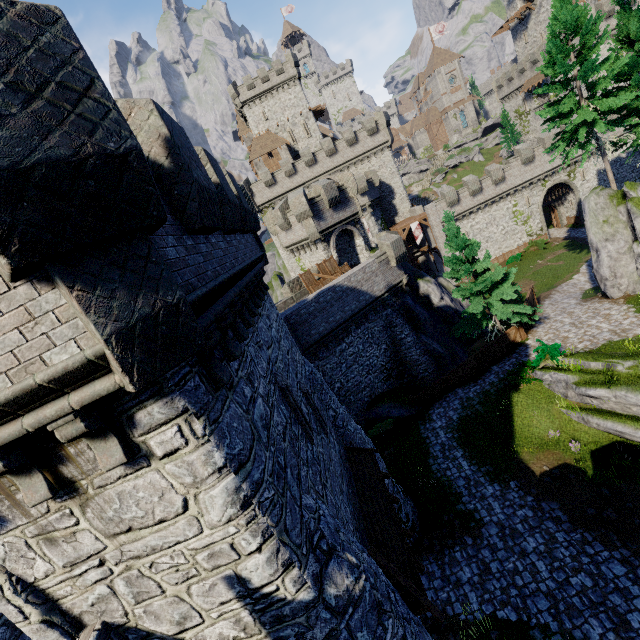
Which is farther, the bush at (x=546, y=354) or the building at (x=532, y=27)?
the building at (x=532, y=27)

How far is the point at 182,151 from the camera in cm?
470

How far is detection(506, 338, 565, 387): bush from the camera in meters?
17.6 m

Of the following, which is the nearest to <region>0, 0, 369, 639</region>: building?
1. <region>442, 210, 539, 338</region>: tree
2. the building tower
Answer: <region>442, 210, 539, 338</region>: tree

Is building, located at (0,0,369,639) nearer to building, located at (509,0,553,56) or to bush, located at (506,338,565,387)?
bush, located at (506,338,565,387)

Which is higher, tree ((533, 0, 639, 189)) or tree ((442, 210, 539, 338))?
tree ((533, 0, 639, 189))

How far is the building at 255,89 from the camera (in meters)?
49.62
